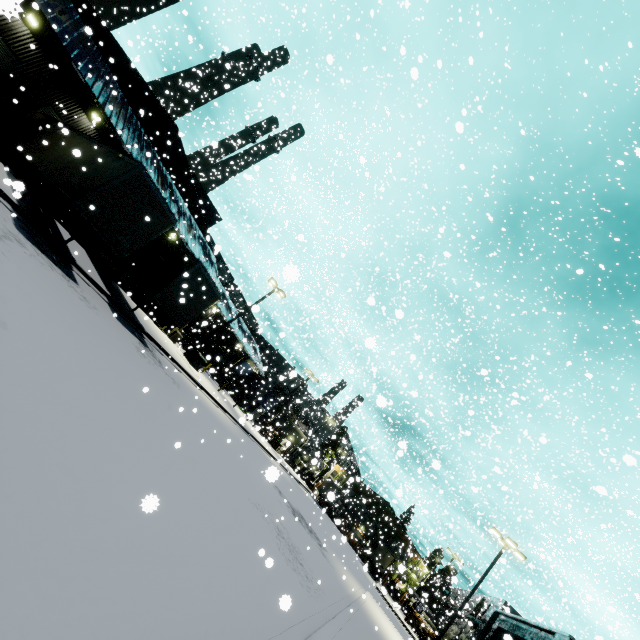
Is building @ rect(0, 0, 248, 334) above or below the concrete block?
above

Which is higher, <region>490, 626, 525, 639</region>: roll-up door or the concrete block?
<region>490, 626, 525, 639</region>: roll-up door

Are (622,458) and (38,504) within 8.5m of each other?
yes

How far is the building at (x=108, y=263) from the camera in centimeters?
2669cm

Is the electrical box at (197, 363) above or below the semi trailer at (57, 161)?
below

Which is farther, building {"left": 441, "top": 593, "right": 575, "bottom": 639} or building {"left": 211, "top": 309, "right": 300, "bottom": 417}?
building {"left": 211, "top": 309, "right": 300, "bottom": 417}

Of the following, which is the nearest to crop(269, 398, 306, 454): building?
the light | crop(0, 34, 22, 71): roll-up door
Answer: crop(0, 34, 22, 71): roll-up door

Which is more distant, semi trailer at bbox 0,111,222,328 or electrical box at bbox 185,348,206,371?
electrical box at bbox 185,348,206,371
